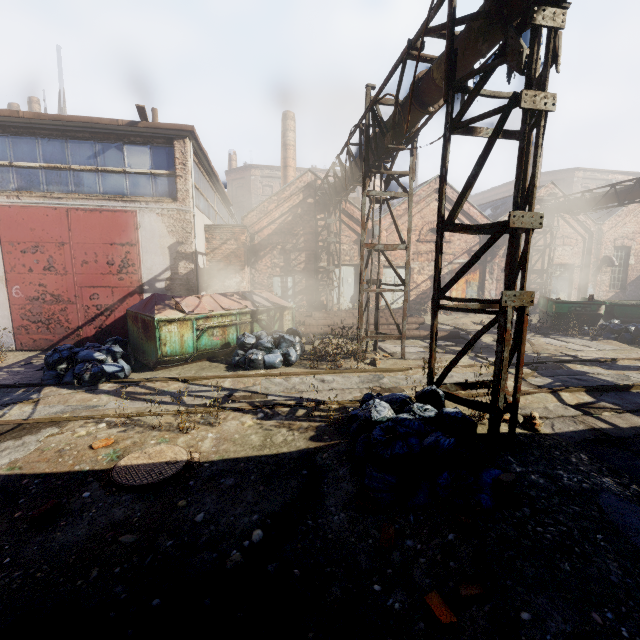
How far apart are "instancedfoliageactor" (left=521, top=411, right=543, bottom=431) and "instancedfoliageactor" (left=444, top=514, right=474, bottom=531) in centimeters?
222cm

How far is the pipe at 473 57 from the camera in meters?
4.4

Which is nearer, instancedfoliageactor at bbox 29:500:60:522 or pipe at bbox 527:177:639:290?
instancedfoliageactor at bbox 29:500:60:522

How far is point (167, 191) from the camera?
10.04m

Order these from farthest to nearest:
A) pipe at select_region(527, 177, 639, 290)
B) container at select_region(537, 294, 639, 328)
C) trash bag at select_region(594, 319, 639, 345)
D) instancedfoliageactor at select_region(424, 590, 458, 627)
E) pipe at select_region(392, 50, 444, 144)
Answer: pipe at select_region(527, 177, 639, 290) → container at select_region(537, 294, 639, 328) → trash bag at select_region(594, 319, 639, 345) → pipe at select_region(392, 50, 444, 144) → instancedfoliageactor at select_region(424, 590, 458, 627)

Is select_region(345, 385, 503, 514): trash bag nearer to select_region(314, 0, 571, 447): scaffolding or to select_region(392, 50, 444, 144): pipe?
select_region(314, 0, 571, 447): scaffolding

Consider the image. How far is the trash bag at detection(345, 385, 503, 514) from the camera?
3.3m

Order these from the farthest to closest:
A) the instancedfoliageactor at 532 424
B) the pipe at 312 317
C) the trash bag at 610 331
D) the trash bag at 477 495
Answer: the pipe at 312 317 < the trash bag at 610 331 < the instancedfoliageactor at 532 424 < the trash bag at 477 495
